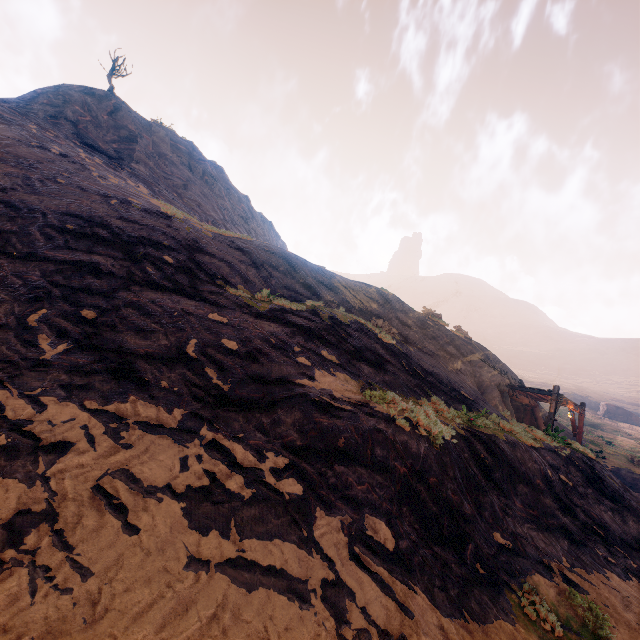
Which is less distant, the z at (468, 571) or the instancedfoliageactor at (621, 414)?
the z at (468, 571)

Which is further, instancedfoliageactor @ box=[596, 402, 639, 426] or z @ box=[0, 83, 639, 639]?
instancedfoliageactor @ box=[596, 402, 639, 426]

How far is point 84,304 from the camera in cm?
709
